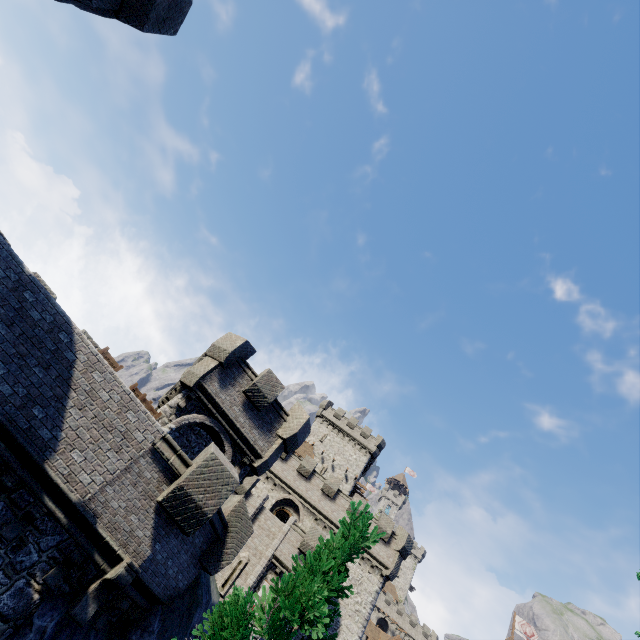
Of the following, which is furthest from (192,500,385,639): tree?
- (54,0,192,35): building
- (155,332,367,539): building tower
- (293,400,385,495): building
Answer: (293,400,385,495): building

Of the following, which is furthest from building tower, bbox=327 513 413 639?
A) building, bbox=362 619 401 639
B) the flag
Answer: the flag

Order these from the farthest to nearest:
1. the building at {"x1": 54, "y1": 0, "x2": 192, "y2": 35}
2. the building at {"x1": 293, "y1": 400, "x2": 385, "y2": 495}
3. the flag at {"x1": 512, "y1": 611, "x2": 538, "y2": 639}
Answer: the flag at {"x1": 512, "y1": 611, "x2": 538, "y2": 639} < the building at {"x1": 293, "y1": 400, "x2": 385, "y2": 495} < the building at {"x1": 54, "y1": 0, "x2": 192, "y2": 35}

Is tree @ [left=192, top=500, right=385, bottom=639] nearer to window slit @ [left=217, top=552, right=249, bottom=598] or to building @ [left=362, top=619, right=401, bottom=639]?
window slit @ [left=217, top=552, right=249, bottom=598]

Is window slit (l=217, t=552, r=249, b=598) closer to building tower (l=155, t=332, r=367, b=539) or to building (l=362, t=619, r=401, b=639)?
building tower (l=155, t=332, r=367, b=539)

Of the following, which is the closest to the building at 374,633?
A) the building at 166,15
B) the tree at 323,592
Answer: the tree at 323,592

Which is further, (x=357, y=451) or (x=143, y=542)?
(x=357, y=451)

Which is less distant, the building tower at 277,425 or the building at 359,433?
the building tower at 277,425
